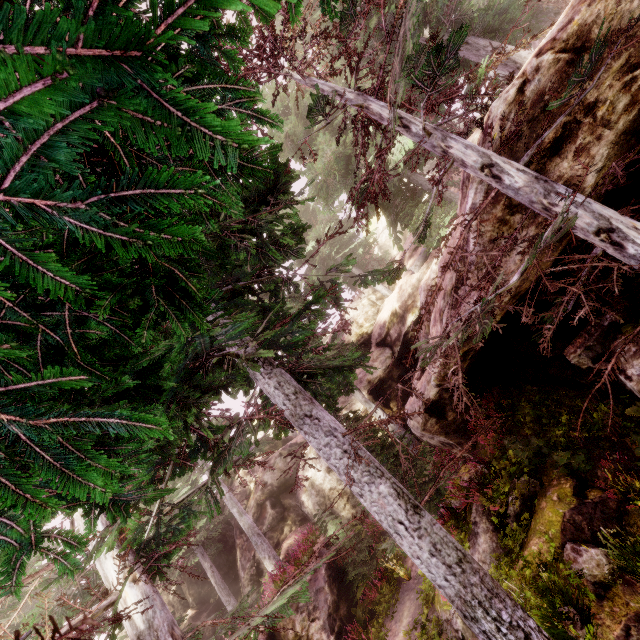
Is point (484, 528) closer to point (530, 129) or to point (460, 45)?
point (530, 129)

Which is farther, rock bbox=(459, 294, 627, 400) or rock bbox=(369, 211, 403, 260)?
rock bbox=(369, 211, 403, 260)

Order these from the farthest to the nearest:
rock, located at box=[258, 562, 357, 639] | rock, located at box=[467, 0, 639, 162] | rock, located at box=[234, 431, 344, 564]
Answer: rock, located at box=[234, 431, 344, 564], rock, located at box=[258, 562, 357, 639], rock, located at box=[467, 0, 639, 162]

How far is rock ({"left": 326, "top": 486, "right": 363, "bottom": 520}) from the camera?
18.5m

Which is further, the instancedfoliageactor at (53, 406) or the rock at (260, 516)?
the rock at (260, 516)

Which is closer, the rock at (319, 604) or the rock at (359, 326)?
the rock at (319, 604)
